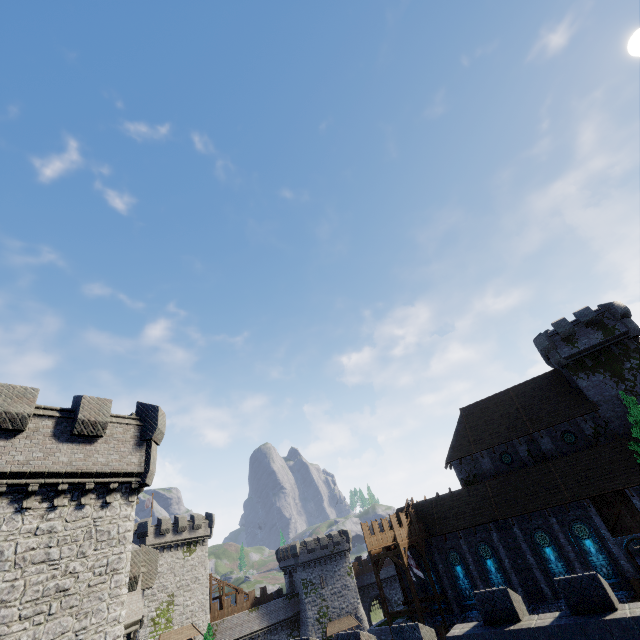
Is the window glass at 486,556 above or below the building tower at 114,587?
below

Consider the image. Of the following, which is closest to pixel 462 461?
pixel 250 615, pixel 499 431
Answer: pixel 499 431

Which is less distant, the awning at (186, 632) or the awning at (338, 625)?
the awning at (186, 632)

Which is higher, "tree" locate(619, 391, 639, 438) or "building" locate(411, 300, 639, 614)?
"tree" locate(619, 391, 639, 438)

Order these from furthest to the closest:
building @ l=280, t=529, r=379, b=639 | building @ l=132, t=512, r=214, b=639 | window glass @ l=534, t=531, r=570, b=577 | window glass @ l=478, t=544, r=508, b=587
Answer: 1. building @ l=280, t=529, r=379, b=639
2. building @ l=132, t=512, r=214, b=639
3. window glass @ l=478, t=544, r=508, b=587
4. window glass @ l=534, t=531, r=570, b=577

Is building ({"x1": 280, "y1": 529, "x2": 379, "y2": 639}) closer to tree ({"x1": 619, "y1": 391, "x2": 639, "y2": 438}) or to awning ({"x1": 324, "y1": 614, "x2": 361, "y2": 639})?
awning ({"x1": 324, "y1": 614, "x2": 361, "y2": 639})

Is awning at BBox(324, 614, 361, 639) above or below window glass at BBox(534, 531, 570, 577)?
below

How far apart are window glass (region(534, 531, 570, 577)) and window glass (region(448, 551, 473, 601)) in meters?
6.5 m
